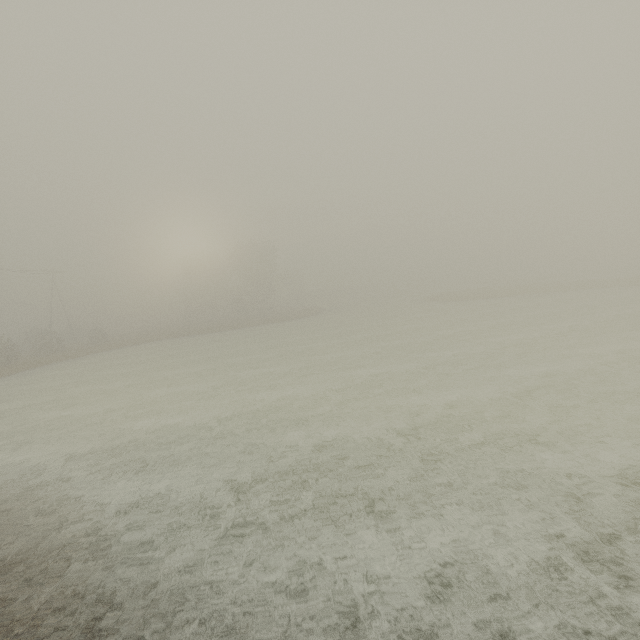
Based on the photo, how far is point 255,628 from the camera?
4.8 meters
